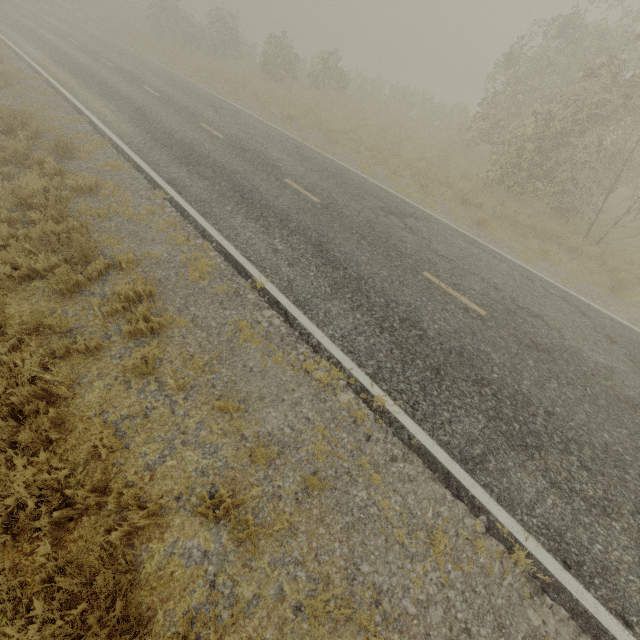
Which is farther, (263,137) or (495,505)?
(263,137)
